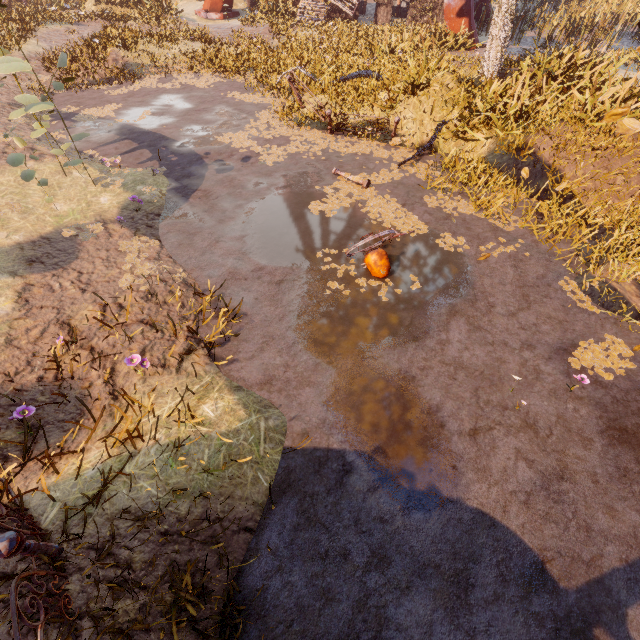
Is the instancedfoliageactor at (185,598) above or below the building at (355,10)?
below

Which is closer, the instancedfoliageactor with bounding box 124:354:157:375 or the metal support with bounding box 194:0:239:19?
the instancedfoliageactor with bounding box 124:354:157:375

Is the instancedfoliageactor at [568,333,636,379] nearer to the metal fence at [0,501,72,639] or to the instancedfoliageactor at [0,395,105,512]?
the instancedfoliageactor at [0,395,105,512]

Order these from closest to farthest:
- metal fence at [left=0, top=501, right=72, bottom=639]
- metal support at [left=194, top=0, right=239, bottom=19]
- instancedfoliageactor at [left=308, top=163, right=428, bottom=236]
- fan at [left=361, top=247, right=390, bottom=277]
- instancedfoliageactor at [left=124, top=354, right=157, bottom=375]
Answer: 1. metal fence at [left=0, top=501, right=72, bottom=639]
2. instancedfoliageactor at [left=124, top=354, right=157, bottom=375]
3. fan at [left=361, top=247, right=390, bottom=277]
4. instancedfoliageactor at [left=308, top=163, right=428, bottom=236]
5. metal support at [left=194, top=0, right=239, bottom=19]

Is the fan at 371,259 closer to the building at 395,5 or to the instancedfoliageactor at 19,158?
the instancedfoliageactor at 19,158

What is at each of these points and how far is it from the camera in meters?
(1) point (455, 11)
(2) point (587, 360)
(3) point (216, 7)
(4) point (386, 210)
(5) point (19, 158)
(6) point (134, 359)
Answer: (1) metal support, 15.6 m
(2) instancedfoliageactor, 5.2 m
(3) metal support, 19.8 m
(4) instancedfoliageactor, 7.7 m
(5) instancedfoliageactor, 5.6 m
(6) instancedfoliageactor, 4.2 m

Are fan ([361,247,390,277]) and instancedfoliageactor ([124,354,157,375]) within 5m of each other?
yes

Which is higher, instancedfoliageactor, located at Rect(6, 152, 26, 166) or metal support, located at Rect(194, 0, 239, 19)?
instancedfoliageactor, located at Rect(6, 152, 26, 166)
